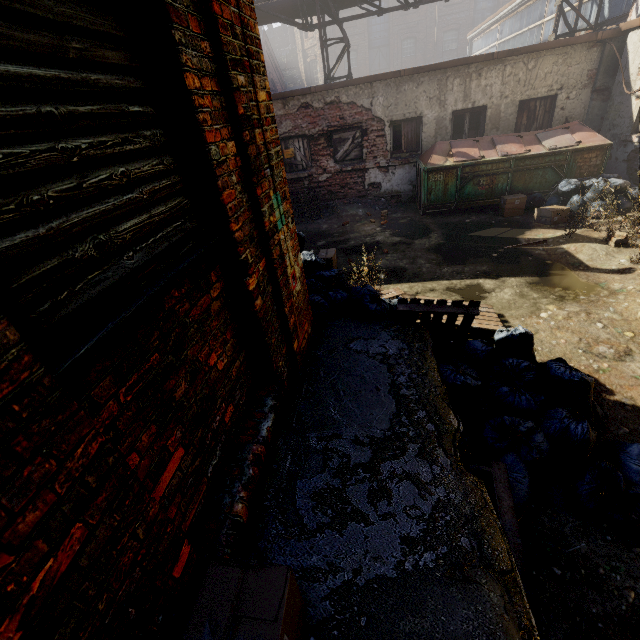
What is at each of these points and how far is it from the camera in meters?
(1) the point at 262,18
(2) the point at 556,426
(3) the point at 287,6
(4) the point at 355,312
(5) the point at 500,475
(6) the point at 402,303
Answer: (1) pipe, 11.0
(2) trash bag, 2.9
(3) pipe, 10.7
(4) trash bag, 3.9
(5) pallet, 2.6
(6) pallet, 3.6

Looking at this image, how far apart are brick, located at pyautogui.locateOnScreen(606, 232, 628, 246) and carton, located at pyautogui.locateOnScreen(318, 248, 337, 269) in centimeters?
540cm

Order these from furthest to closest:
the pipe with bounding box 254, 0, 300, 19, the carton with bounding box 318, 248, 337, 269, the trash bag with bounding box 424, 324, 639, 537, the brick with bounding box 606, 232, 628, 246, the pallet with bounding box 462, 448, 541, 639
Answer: the pipe with bounding box 254, 0, 300, 19 < the carton with bounding box 318, 248, 337, 269 < the brick with bounding box 606, 232, 628, 246 < the trash bag with bounding box 424, 324, 639, 537 < the pallet with bounding box 462, 448, 541, 639

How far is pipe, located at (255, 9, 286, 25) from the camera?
10.86m

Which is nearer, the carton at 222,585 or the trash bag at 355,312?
the carton at 222,585

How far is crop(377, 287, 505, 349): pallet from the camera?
3.5m

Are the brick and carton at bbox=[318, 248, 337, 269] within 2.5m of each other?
no

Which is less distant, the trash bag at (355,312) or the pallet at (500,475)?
the pallet at (500,475)
